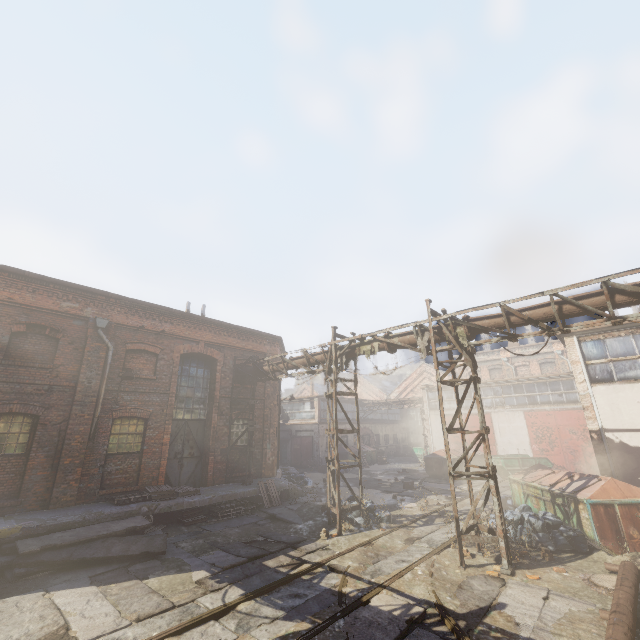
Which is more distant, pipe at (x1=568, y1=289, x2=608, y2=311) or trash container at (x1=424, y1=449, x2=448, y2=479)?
trash container at (x1=424, y1=449, x2=448, y2=479)

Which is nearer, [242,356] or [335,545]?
[335,545]

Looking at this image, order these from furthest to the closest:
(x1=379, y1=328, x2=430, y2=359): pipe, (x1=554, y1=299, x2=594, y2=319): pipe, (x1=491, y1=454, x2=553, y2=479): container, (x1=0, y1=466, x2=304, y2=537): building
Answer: (x1=491, y1=454, x2=553, y2=479): container, (x1=379, y1=328, x2=430, y2=359): pipe, (x1=0, y1=466, x2=304, y2=537): building, (x1=554, y1=299, x2=594, y2=319): pipe

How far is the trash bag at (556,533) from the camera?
8.83m

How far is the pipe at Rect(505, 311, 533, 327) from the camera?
8.48m

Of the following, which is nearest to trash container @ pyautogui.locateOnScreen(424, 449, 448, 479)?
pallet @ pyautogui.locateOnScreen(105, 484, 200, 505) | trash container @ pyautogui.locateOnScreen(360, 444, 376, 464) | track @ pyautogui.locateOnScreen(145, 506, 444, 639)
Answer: track @ pyautogui.locateOnScreen(145, 506, 444, 639)

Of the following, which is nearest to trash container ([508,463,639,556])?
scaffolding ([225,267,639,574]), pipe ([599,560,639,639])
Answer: pipe ([599,560,639,639])

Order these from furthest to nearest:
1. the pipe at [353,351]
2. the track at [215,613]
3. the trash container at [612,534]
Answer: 1. the pipe at [353,351]
2. the trash container at [612,534]
3. the track at [215,613]
